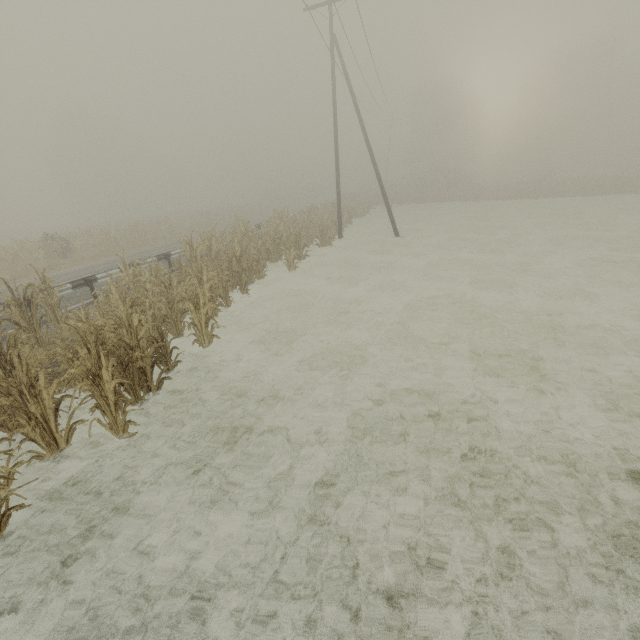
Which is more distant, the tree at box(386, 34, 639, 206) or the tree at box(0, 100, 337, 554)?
the tree at box(386, 34, 639, 206)

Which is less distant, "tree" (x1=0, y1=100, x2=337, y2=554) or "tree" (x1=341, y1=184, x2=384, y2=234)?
"tree" (x1=0, y1=100, x2=337, y2=554)

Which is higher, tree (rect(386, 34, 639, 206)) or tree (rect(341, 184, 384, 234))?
tree (rect(386, 34, 639, 206))

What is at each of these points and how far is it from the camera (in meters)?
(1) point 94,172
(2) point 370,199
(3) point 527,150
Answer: (1) tree, 51.03
(2) tree, 41.81
(3) tree, 44.06

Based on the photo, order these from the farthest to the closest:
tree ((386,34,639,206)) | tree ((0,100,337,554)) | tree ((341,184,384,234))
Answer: tree ((386,34,639,206)), tree ((341,184,384,234)), tree ((0,100,337,554))

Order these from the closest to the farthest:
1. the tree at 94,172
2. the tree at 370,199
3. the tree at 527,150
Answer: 1. the tree at 94,172
2. the tree at 370,199
3. the tree at 527,150

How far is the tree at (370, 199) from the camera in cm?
2784
